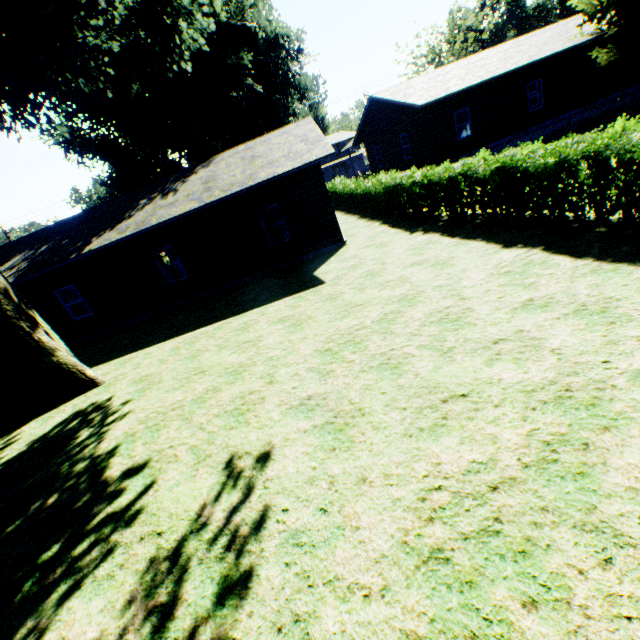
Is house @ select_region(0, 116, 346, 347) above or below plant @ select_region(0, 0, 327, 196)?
below

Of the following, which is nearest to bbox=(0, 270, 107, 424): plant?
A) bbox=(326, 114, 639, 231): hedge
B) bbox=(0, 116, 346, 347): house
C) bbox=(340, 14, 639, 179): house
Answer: bbox=(340, 14, 639, 179): house

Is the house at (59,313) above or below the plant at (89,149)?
below

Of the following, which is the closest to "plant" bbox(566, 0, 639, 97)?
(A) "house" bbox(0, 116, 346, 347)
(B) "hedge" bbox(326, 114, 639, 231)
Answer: (B) "hedge" bbox(326, 114, 639, 231)

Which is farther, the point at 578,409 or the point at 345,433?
the point at 345,433

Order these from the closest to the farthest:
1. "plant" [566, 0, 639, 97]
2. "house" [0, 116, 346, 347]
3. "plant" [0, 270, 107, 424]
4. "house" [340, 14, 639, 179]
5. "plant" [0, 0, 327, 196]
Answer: "plant" [0, 0, 327, 196], "plant" [0, 270, 107, 424], "house" [0, 116, 346, 347], "plant" [566, 0, 639, 97], "house" [340, 14, 639, 179]

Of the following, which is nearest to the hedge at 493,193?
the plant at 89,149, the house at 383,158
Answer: the plant at 89,149

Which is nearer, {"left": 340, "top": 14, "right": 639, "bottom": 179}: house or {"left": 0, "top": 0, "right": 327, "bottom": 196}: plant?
{"left": 0, "top": 0, "right": 327, "bottom": 196}: plant
